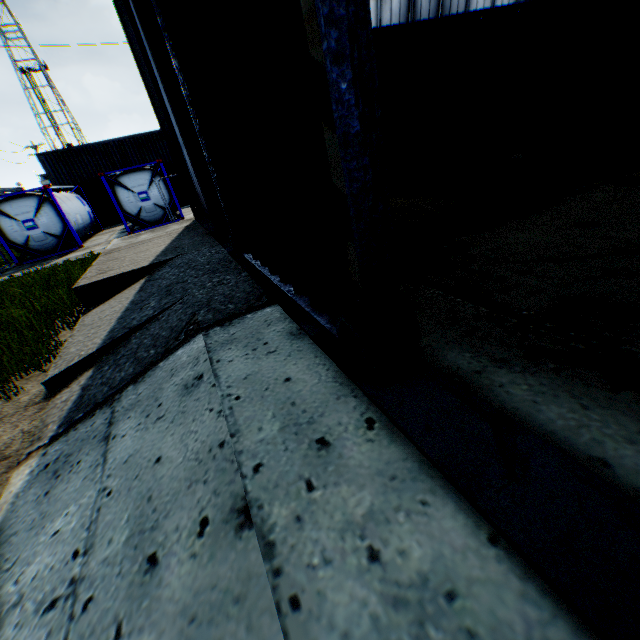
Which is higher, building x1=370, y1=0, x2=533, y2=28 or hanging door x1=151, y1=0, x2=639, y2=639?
building x1=370, y1=0, x2=533, y2=28

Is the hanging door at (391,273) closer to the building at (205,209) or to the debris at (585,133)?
the building at (205,209)

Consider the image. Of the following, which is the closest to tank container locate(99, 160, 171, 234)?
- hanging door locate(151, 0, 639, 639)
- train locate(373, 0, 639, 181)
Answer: train locate(373, 0, 639, 181)

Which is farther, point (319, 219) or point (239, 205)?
point (239, 205)

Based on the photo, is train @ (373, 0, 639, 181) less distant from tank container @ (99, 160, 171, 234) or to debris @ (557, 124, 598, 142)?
debris @ (557, 124, 598, 142)

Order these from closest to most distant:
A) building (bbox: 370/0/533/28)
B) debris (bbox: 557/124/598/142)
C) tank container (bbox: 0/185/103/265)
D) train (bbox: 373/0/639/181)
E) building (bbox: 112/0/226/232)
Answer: building (bbox: 112/0/226/232) → train (bbox: 373/0/639/181) → debris (bbox: 557/124/598/142) → building (bbox: 370/0/533/28) → tank container (bbox: 0/185/103/265)

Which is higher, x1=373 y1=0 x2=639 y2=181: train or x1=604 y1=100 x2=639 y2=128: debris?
x1=373 y1=0 x2=639 y2=181: train

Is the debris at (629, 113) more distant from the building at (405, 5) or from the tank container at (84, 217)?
the tank container at (84, 217)
